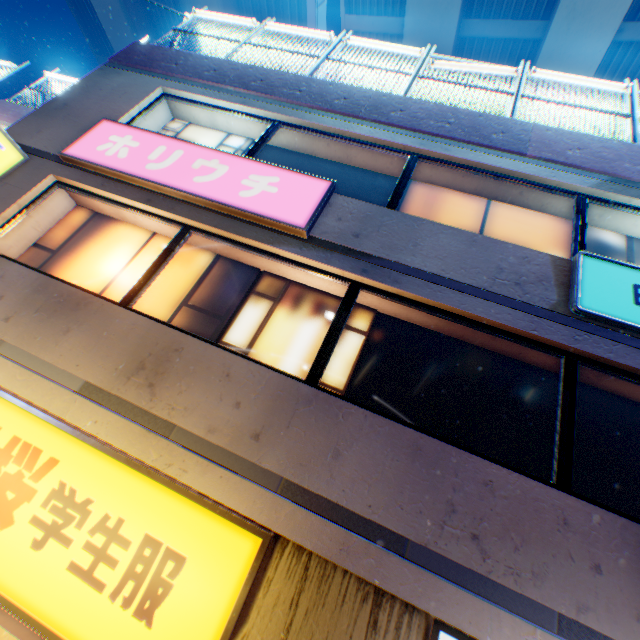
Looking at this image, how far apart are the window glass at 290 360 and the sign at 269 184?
0.57m

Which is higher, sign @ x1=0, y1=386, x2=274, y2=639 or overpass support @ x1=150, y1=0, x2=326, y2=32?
overpass support @ x1=150, y1=0, x2=326, y2=32

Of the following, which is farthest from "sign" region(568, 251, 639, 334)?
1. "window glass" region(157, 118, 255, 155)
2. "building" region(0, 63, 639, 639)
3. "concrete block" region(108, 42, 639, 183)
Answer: "window glass" region(157, 118, 255, 155)

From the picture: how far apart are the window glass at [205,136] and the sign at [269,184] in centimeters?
56cm

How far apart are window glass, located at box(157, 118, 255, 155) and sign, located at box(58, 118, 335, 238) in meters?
0.6

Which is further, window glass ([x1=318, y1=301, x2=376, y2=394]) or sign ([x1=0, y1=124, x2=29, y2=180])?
sign ([x1=0, y1=124, x2=29, y2=180])

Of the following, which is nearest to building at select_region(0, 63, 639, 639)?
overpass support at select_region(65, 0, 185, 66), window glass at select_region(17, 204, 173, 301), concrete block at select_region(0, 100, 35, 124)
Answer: window glass at select_region(17, 204, 173, 301)

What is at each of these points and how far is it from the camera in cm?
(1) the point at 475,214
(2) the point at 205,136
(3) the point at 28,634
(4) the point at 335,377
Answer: (1) window glass, 566
(2) window glass, 688
(3) building, 289
(4) window glass, 426
